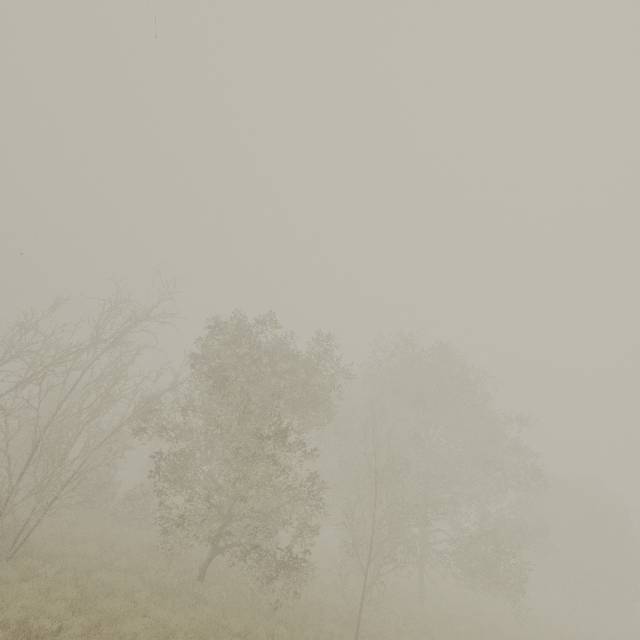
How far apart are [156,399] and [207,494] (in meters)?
5.12
